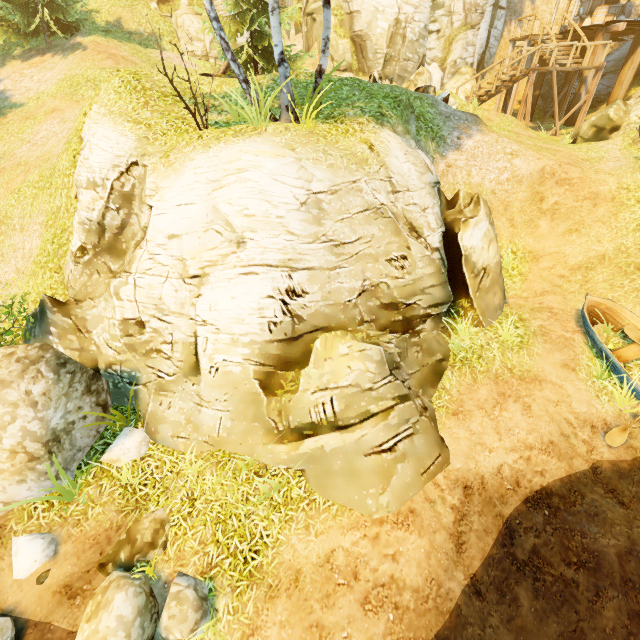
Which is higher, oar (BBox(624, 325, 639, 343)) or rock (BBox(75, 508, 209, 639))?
oar (BBox(624, 325, 639, 343))

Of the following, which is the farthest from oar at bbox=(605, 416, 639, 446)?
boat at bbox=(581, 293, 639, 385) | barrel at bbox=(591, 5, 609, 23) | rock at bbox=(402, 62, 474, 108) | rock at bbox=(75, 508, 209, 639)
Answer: barrel at bbox=(591, 5, 609, 23)

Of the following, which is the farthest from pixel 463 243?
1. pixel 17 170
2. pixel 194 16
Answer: pixel 194 16

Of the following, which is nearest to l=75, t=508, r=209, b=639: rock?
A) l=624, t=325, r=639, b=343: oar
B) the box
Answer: l=624, t=325, r=639, b=343: oar

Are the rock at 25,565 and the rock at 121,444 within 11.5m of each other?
yes

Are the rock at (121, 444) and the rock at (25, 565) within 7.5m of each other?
yes

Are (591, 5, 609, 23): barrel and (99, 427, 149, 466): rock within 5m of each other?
no

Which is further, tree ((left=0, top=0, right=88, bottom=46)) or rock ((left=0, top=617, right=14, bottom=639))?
tree ((left=0, top=0, right=88, bottom=46))
